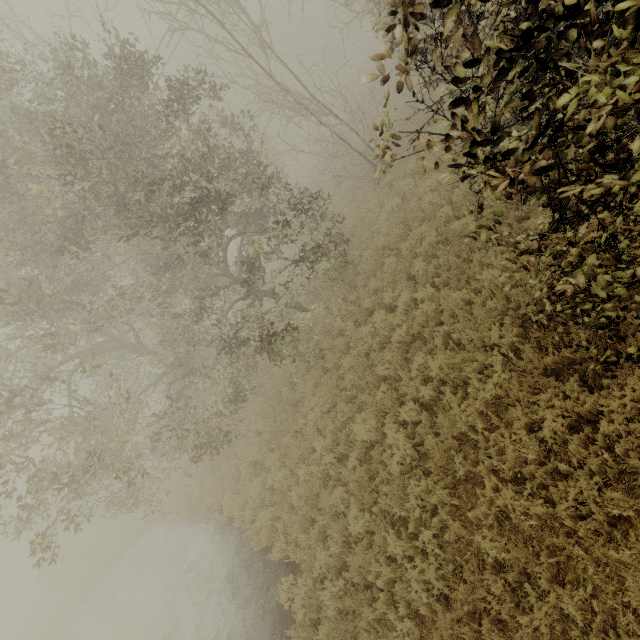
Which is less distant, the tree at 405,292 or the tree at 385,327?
the tree at 405,292

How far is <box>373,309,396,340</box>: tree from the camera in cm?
891

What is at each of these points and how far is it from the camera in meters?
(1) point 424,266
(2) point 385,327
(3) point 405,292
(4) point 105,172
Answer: (1) tree, 8.9
(2) tree, 9.2
(3) tree, 8.7
(4) tree, 7.0

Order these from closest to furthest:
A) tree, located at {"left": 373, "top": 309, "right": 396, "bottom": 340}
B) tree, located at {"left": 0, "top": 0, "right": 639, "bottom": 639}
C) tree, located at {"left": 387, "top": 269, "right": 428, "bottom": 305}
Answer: tree, located at {"left": 0, "top": 0, "right": 639, "bottom": 639} → tree, located at {"left": 387, "top": 269, "right": 428, "bottom": 305} → tree, located at {"left": 373, "top": 309, "right": 396, "bottom": 340}

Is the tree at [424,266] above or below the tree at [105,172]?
below

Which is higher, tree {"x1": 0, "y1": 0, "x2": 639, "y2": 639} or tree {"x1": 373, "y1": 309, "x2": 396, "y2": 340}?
tree {"x1": 0, "y1": 0, "x2": 639, "y2": 639}
